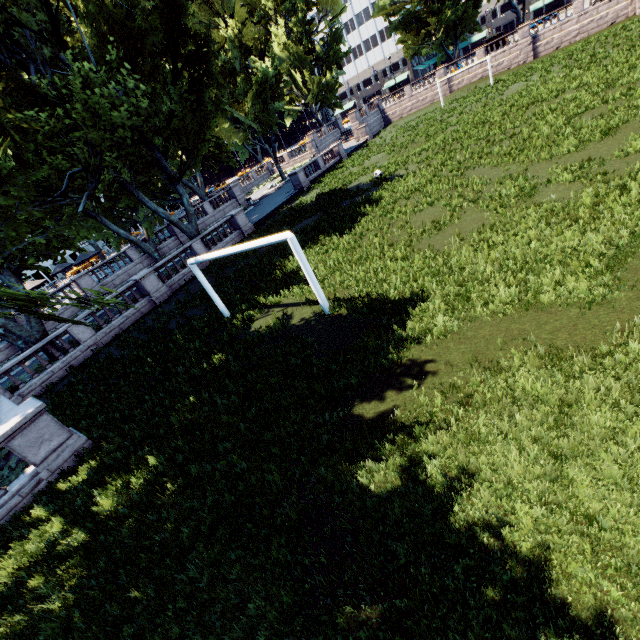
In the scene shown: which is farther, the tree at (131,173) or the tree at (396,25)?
the tree at (396,25)

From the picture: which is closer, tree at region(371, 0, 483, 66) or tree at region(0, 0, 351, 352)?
tree at region(0, 0, 351, 352)

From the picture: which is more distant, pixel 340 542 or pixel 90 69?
pixel 90 69
